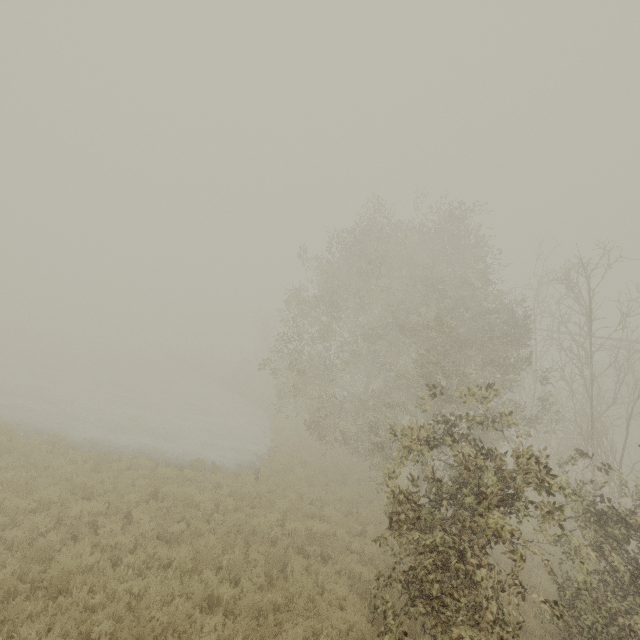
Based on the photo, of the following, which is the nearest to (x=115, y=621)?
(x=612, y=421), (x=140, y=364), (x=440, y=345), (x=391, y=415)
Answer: (x=440, y=345)
